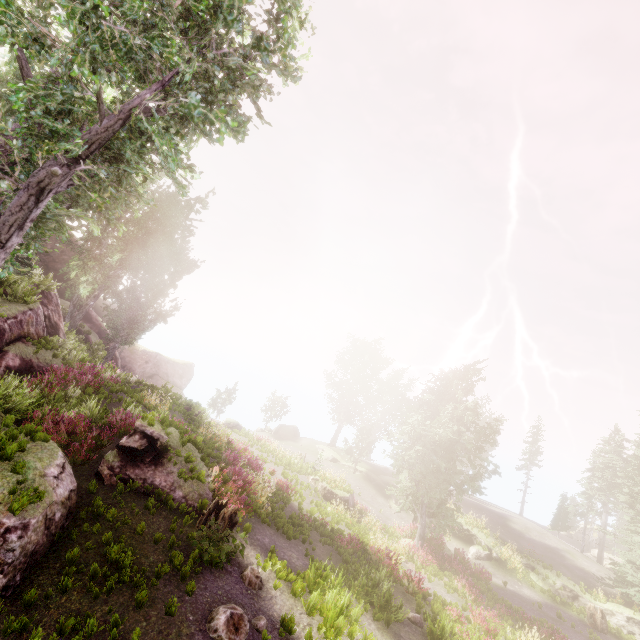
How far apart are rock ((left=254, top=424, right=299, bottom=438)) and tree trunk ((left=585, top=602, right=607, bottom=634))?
30.3m

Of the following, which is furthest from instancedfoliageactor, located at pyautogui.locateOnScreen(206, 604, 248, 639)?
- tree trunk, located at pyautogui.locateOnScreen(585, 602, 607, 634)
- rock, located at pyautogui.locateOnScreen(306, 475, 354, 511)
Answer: tree trunk, located at pyautogui.locateOnScreen(585, 602, 607, 634)

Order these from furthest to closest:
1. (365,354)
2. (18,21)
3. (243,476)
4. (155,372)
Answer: (365,354) → (155,372) → (243,476) → (18,21)

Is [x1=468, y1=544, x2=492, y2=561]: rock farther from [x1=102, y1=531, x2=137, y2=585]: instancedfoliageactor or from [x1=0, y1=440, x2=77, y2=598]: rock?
[x1=102, y1=531, x2=137, y2=585]: instancedfoliageactor

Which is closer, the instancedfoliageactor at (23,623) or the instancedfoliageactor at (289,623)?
the instancedfoliageactor at (23,623)

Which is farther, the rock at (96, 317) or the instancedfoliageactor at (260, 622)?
the rock at (96, 317)

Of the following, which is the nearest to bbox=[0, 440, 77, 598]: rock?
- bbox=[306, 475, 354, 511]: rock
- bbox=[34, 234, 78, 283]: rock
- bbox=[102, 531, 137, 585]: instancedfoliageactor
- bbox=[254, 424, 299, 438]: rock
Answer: bbox=[102, 531, 137, 585]: instancedfoliageactor

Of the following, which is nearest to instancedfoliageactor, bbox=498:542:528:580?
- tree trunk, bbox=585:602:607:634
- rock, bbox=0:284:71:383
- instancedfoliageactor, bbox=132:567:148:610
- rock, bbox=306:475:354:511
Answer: rock, bbox=0:284:71:383
